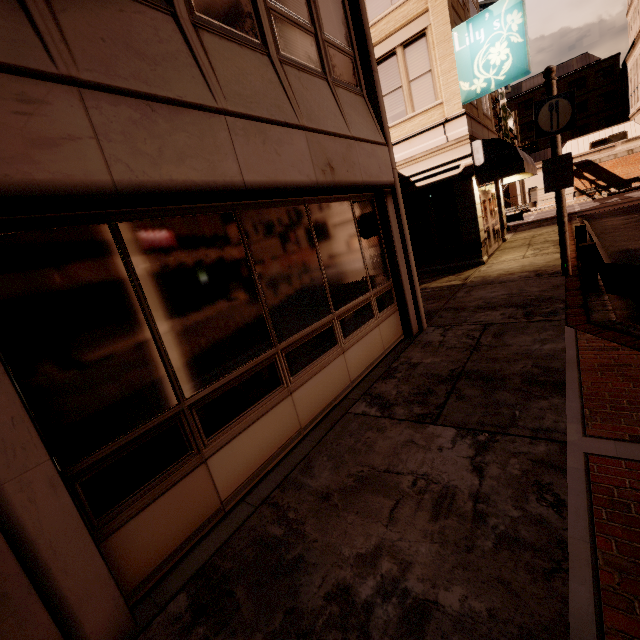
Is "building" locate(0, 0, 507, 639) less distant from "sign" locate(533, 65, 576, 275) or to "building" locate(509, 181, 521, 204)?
"sign" locate(533, 65, 576, 275)

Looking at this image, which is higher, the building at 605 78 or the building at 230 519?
the building at 605 78

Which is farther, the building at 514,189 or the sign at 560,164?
the building at 514,189

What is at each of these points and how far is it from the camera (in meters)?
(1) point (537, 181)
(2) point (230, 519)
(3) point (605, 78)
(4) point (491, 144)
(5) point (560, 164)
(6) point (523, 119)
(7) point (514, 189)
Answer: (1) building, 43.44
(2) building, 3.14
(3) building, 49.84
(4) awning, 11.05
(5) sign, 7.52
(6) building, 56.94
(7) building, 45.16

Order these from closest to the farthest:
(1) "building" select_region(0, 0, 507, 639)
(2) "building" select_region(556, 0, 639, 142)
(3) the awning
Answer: (1) "building" select_region(0, 0, 507, 639)
(3) the awning
(2) "building" select_region(556, 0, 639, 142)

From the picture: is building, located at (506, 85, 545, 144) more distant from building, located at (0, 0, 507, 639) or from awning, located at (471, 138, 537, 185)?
building, located at (0, 0, 507, 639)

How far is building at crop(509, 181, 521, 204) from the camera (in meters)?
44.88

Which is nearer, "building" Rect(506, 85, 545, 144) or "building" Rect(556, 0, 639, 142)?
"building" Rect(556, 0, 639, 142)
